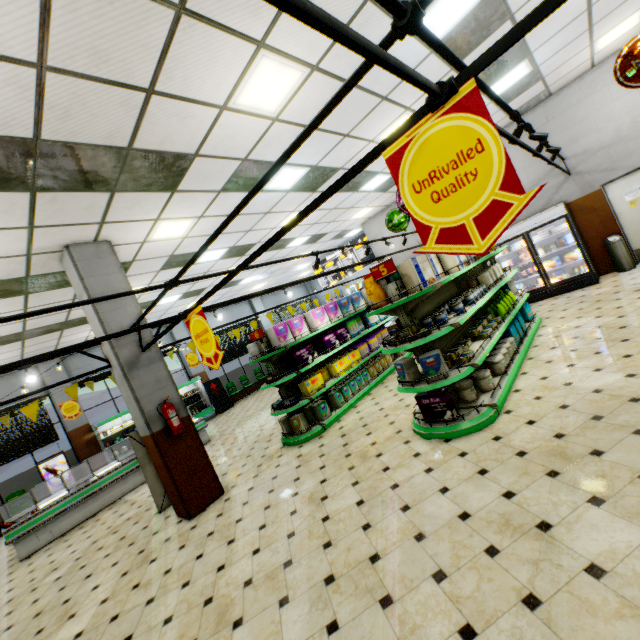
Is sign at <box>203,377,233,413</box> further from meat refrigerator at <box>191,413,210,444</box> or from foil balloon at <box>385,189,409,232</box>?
foil balloon at <box>385,189,409,232</box>

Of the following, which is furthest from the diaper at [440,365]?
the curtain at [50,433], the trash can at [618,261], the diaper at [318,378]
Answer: the curtain at [50,433]

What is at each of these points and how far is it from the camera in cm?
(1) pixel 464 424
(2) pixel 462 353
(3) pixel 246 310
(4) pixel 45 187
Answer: (1) shelf, 414
(2) pet food tin, 461
(3) building, 1922
(4) building, 393

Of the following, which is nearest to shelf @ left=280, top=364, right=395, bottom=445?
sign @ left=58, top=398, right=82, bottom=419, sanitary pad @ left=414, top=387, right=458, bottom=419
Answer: sanitary pad @ left=414, top=387, right=458, bottom=419

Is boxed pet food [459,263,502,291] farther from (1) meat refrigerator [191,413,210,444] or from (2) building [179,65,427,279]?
(1) meat refrigerator [191,413,210,444]

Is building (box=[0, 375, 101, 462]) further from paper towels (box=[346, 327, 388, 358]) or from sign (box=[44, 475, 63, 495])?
paper towels (box=[346, 327, 388, 358])

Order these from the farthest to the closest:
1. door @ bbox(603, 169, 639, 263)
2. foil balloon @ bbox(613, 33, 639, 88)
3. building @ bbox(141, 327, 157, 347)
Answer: door @ bbox(603, 169, 639, 263)
building @ bbox(141, 327, 157, 347)
foil balloon @ bbox(613, 33, 639, 88)

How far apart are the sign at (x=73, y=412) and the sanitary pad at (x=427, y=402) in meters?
13.4 m
